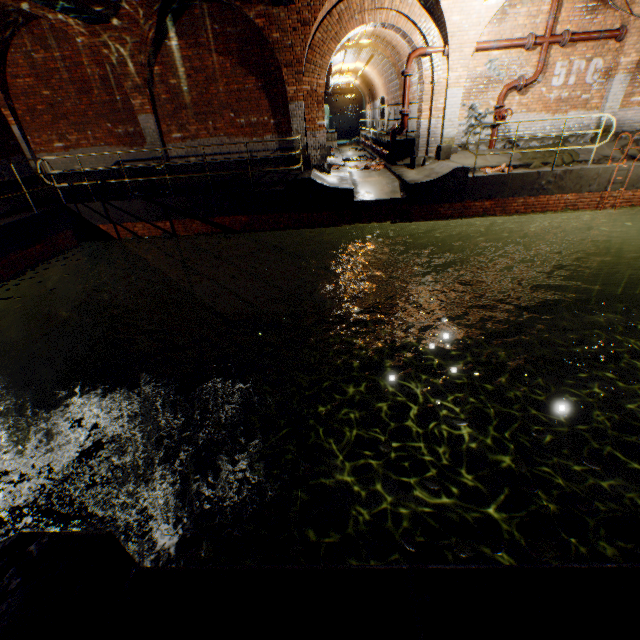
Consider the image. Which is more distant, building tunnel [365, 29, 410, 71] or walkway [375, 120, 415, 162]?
walkway [375, 120, 415, 162]

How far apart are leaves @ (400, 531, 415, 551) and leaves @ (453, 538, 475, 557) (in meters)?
0.33

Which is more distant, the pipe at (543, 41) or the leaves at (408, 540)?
the pipe at (543, 41)

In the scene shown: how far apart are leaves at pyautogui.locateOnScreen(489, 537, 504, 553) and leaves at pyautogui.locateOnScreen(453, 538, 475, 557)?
0.2 meters

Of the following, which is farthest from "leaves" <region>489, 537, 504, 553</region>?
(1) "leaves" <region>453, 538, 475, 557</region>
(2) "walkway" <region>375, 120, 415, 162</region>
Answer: (2) "walkway" <region>375, 120, 415, 162</region>

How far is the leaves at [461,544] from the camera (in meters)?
2.45

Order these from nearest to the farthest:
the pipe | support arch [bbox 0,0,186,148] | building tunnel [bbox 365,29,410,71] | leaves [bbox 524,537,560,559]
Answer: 1. leaves [bbox 524,537,560,559]
2. support arch [bbox 0,0,186,148]
3. the pipe
4. building tunnel [bbox 365,29,410,71]

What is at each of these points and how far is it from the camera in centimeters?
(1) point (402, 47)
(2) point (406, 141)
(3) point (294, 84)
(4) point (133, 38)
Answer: (1) building tunnel, 1295cm
(2) walkway, 1329cm
(3) support arch, 998cm
(4) support arch, 905cm
